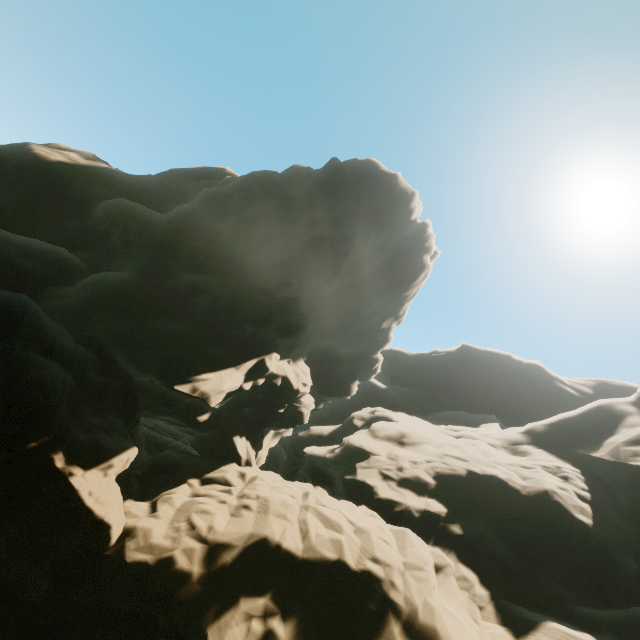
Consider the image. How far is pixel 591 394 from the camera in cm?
4447
